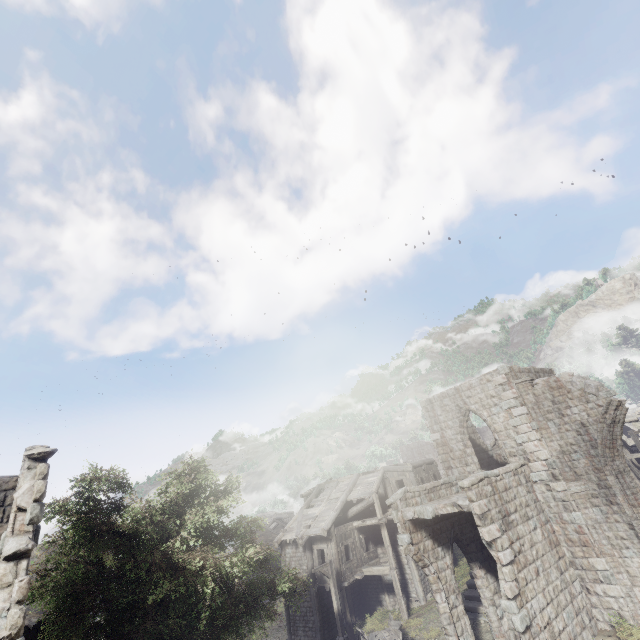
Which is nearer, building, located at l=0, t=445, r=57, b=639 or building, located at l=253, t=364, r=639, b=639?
building, located at l=0, t=445, r=57, b=639

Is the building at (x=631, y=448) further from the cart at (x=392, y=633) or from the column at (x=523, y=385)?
the cart at (x=392, y=633)

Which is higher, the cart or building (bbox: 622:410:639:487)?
building (bbox: 622:410:639:487)

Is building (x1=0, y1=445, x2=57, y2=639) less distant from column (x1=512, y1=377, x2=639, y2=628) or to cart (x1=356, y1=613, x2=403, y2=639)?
column (x1=512, y1=377, x2=639, y2=628)

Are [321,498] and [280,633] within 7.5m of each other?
no
